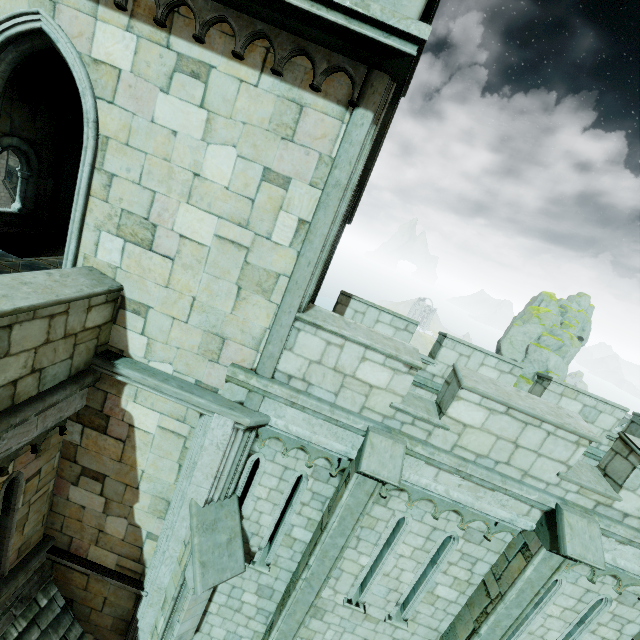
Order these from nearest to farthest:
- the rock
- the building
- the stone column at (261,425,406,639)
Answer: the building < the stone column at (261,425,406,639) < the rock

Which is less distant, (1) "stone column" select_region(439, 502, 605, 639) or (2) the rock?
(1) "stone column" select_region(439, 502, 605, 639)

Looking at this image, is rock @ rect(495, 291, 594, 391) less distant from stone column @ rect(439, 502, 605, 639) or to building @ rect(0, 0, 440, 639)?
building @ rect(0, 0, 440, 639)

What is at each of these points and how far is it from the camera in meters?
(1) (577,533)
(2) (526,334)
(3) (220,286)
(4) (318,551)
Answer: (1) stone column, 5.0 m
(2) rock, 42.1 m
(3) building, 5.1 m
(4) stone column, 5.8 m

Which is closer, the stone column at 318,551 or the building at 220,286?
the building at 220,286

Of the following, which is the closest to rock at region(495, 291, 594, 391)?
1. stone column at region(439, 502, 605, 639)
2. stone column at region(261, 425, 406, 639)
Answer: stone column at region(439, 502, 605, 639)

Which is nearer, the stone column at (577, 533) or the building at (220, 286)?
the building at (220, 286)
